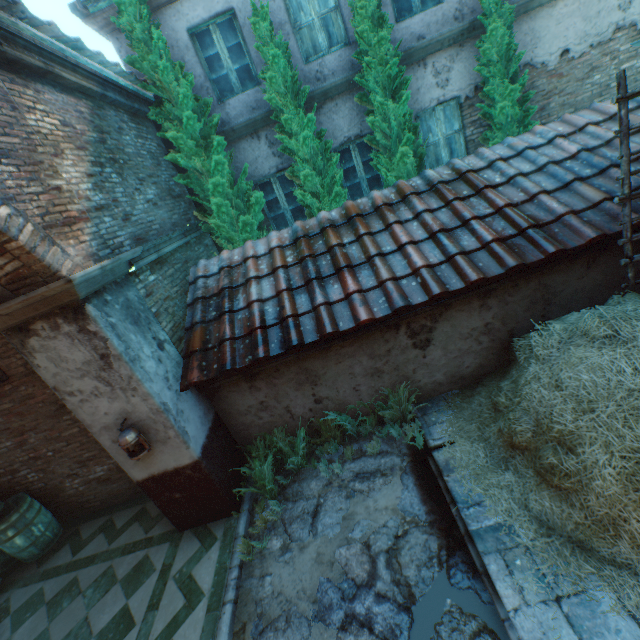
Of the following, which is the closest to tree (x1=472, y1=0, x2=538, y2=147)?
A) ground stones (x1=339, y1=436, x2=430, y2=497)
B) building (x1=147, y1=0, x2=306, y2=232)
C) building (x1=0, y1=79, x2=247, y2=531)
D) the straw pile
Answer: building (x1=147, y1=0, x2=306, y2=232)

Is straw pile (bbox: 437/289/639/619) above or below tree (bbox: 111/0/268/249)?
below

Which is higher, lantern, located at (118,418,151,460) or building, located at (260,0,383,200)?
building, located at (260,0,383,200)

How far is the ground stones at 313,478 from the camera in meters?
4.8

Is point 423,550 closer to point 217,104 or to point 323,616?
point 323,616

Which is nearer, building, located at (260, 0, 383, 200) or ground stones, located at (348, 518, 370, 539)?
ground stones, located at (348, 518, 370, 539)

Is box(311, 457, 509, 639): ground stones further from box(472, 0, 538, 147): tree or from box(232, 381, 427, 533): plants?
box(472, 0, 538, 147): tree

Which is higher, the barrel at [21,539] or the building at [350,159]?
the building at [350,159]
